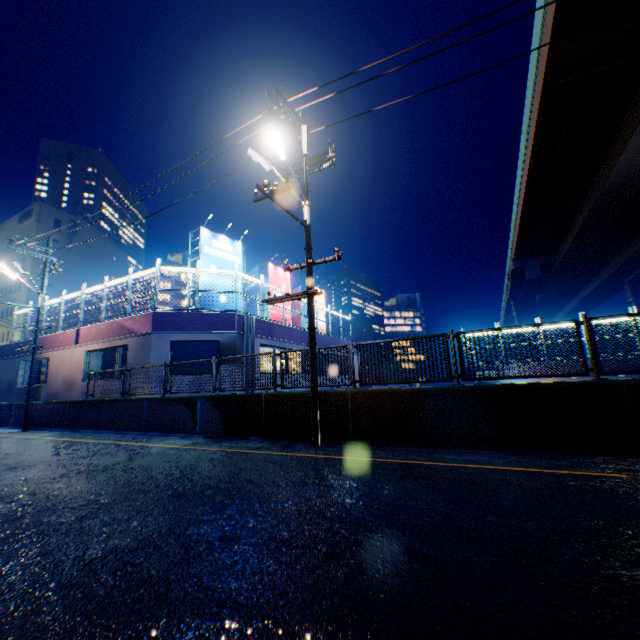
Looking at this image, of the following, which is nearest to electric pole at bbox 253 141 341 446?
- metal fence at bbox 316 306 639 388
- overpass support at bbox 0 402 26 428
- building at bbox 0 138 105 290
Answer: metal fence at bbox 316 306 639 388

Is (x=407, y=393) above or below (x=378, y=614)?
above

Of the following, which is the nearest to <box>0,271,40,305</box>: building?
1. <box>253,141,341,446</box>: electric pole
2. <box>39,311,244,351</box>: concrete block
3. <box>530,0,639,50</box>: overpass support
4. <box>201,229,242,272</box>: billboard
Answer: <box>39,311,244,351</box>: concrete block

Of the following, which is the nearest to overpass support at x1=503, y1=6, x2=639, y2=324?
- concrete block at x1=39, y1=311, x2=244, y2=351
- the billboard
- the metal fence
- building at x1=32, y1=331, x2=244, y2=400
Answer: the metal fence

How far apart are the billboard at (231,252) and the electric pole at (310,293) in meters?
7.9

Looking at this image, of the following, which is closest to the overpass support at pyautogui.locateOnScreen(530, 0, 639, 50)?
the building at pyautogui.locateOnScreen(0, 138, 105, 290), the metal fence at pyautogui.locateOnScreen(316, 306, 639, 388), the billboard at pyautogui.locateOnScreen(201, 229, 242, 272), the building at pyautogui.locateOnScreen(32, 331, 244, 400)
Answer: the metal fence at pyautogui.locateOnScreen(316, 306, 639, 388)

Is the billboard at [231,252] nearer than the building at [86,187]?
Yes

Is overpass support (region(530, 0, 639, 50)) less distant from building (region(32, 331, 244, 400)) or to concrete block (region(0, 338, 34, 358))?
building (region(32, 331, 244, 400))
